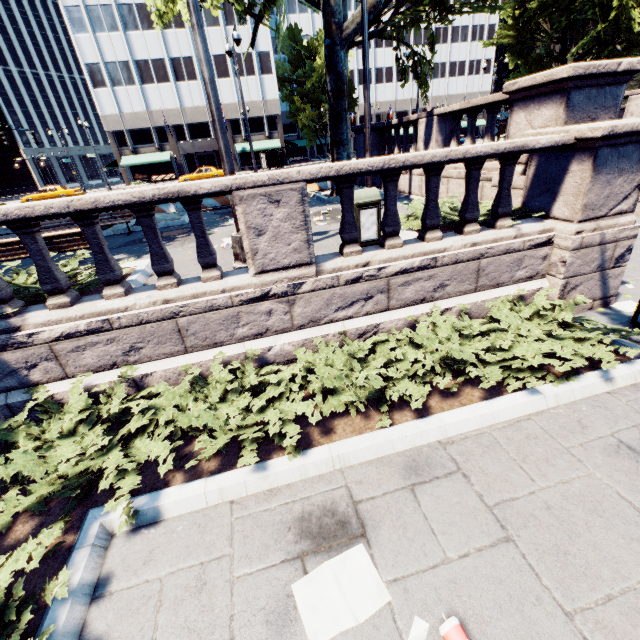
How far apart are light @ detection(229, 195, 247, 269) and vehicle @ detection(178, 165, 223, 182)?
32.4m

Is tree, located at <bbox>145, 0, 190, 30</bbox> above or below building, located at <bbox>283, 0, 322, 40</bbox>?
below

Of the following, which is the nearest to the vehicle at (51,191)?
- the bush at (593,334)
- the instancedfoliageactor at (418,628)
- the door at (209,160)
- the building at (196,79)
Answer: the building at (196,79)

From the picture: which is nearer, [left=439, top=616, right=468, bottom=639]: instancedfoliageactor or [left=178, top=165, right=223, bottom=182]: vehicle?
[left=439, top=616, right=468, bottom=639]: instancedfoliageactor

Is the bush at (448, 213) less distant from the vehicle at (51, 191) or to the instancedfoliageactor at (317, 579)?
the instancedfoliageactor at (317, 579)

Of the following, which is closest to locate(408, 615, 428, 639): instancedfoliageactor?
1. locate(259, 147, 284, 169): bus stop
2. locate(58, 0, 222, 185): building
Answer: locate(259, 147, 284, 169): bus stop

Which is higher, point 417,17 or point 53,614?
point 417,17

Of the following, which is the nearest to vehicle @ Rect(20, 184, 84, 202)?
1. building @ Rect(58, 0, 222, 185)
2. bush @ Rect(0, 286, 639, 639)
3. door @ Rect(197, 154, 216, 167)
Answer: building @ Rect(58, 0, 222, 185)
